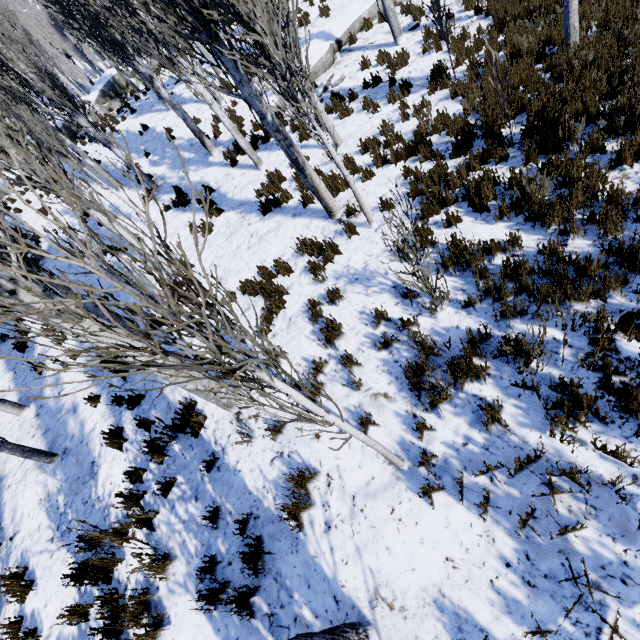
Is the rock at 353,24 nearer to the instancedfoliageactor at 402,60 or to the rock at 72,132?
the instancedfoliageactor at 402,60

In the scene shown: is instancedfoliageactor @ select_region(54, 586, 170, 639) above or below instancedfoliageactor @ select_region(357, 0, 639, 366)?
above

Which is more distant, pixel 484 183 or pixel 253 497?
pixel 484 183

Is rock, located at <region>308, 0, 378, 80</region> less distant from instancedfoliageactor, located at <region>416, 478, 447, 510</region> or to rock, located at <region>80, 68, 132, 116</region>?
instancedfoliageactor, located at <region>416, 478, 447, 510</region>

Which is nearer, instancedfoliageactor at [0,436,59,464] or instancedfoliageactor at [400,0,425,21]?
instancedfoliageactor at [0,436,59,464]

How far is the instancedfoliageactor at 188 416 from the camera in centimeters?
489cm

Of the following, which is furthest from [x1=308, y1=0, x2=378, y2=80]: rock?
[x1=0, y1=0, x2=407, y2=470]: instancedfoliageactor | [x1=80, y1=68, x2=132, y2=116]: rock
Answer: [x1=80, y1=68, x2=132, y2=116]: rock

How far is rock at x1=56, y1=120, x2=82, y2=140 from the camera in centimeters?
2090cm
